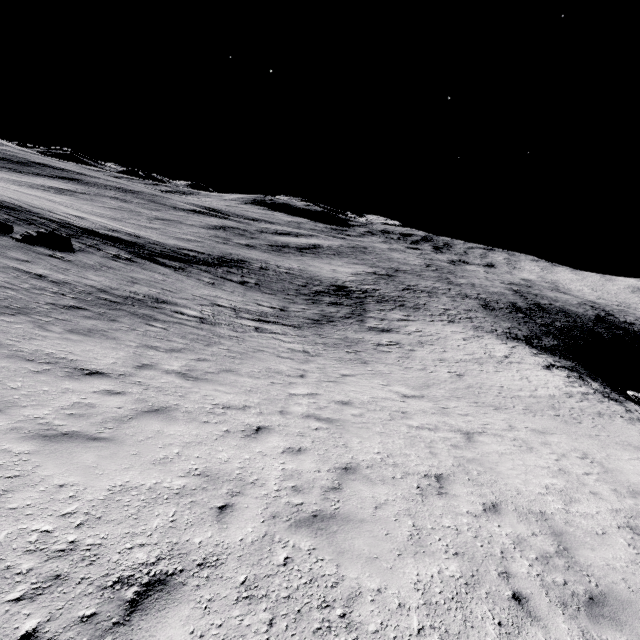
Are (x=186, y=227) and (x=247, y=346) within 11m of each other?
no
